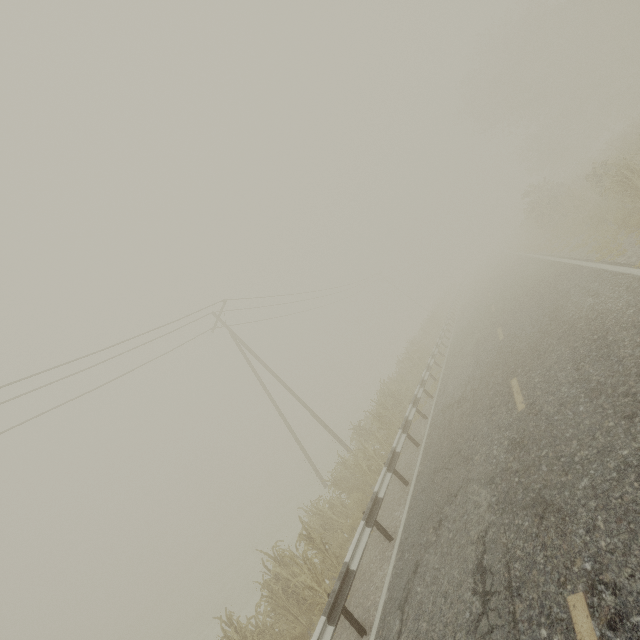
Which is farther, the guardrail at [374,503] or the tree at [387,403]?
the tree at [387,403]

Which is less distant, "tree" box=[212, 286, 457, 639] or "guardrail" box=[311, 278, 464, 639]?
"guardrail" box=[311, 278, 464, 639]

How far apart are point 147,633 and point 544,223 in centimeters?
6452cm
